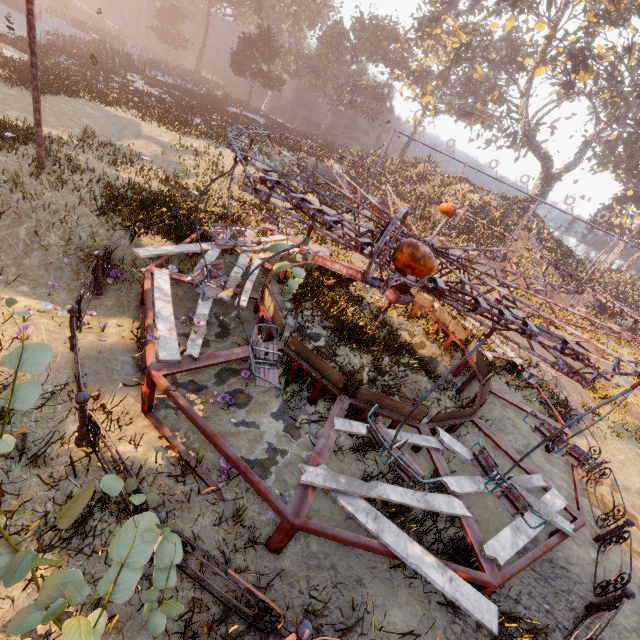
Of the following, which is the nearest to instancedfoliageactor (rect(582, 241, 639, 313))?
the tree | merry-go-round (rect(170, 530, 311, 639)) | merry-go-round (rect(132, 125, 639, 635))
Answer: the tree

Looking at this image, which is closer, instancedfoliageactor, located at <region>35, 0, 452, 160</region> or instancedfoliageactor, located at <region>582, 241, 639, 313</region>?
instancedfoliageactor, located at <region>35, 0, 452, 160</region>

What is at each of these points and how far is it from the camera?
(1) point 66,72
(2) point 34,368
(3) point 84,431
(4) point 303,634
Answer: (1) instancedfoliageactor, 17.98m
(2) instancedfoliageactor, 3.48m
(3) merry-go-round, 4.74m
(4) merry-go-round, 3.30m

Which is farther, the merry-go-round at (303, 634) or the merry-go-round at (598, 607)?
the merry-go-round at (598, 607)

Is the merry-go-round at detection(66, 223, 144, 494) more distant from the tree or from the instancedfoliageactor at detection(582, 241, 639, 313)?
the instancedfoliageactor at detection(582, 241, 639, 313)

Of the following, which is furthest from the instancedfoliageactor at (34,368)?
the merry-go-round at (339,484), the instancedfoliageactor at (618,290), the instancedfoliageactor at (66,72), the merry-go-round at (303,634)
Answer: the instancedfoliageactor at (618,290)

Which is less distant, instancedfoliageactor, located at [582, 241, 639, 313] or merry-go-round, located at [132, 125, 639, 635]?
merry-go-round, located at [132, 125, 639, 635]

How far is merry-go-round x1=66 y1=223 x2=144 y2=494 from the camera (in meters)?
4.16
